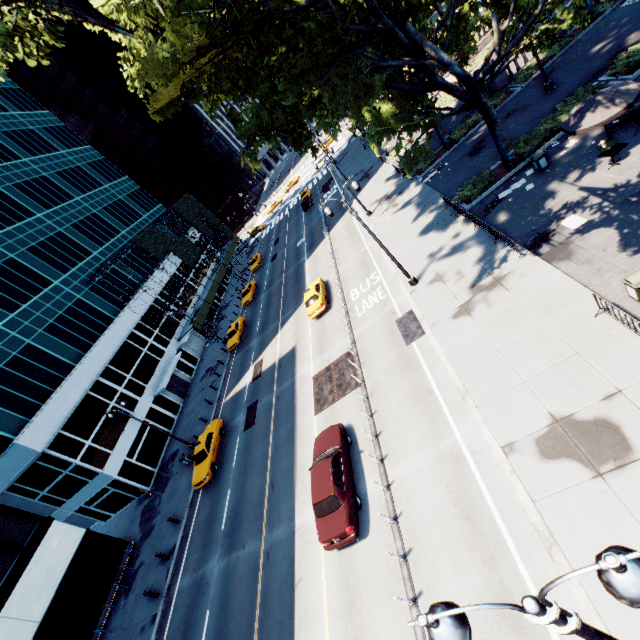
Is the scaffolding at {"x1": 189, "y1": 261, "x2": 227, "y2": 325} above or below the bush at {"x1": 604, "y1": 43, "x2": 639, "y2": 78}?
above

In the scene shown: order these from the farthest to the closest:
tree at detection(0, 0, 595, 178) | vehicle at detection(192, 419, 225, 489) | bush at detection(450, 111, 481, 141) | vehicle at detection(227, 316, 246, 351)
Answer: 1. vehicle at detection(227, 316, 246, 351)
2. bush at detection(450, 111, 481, 141)
3. vehicle at detection(192, 419, 225, 489)
4. tree at detection(0, 0, 595, 178)

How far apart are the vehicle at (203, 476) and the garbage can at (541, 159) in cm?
2731

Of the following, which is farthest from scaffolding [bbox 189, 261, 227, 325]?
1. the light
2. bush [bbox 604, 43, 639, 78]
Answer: bush [bbox 604, 43, 639, 78]

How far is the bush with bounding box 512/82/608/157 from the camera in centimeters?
1878cm

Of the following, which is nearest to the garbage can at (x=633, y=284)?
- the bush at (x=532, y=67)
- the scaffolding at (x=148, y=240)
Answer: the bush at (x=532, y=67)

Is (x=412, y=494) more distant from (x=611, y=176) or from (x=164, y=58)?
(x=164, y=58)

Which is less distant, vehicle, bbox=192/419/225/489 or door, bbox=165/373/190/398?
vehicle, bbox=192/419/225/489
